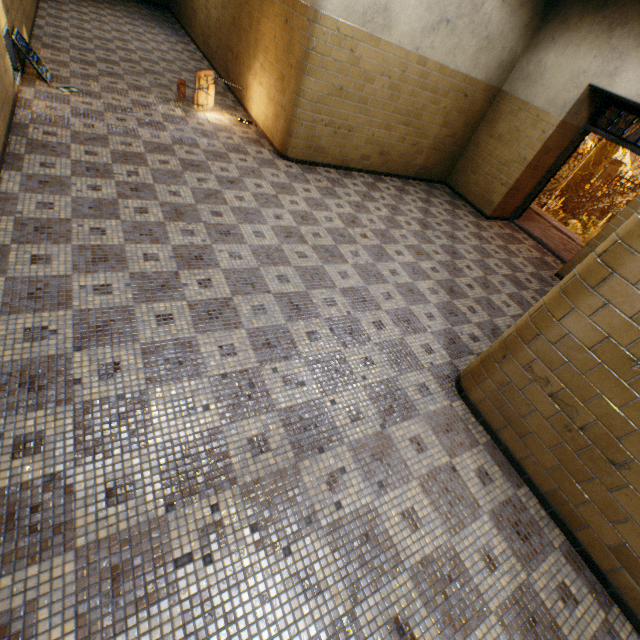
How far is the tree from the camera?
14.8m

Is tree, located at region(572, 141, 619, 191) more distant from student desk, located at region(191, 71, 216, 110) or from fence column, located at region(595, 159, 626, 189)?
student desk, located at region(191, 71, 216, 110)

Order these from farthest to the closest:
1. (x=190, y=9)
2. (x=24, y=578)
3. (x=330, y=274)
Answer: (x=190, y=9)
(x=330, y=274)
(x=24, y=578)

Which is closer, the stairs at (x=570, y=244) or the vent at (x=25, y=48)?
the vent at (x=25, y=48)

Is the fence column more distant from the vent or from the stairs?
the vent

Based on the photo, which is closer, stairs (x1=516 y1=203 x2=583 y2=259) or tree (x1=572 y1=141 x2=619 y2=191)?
stairs (x1=516 y1=203 x2=583 y2=259)

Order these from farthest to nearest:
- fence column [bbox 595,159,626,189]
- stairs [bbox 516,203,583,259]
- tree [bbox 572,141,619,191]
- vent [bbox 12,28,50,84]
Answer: fence column [bbox 595,159,626,189] < tree [bbox 572,141,619,191] < stairs [bbox 516,203,583,259] < vent [bbox 12,28,50,84]

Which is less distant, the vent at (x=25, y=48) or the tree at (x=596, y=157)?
the vent at (x=25, y=48)
